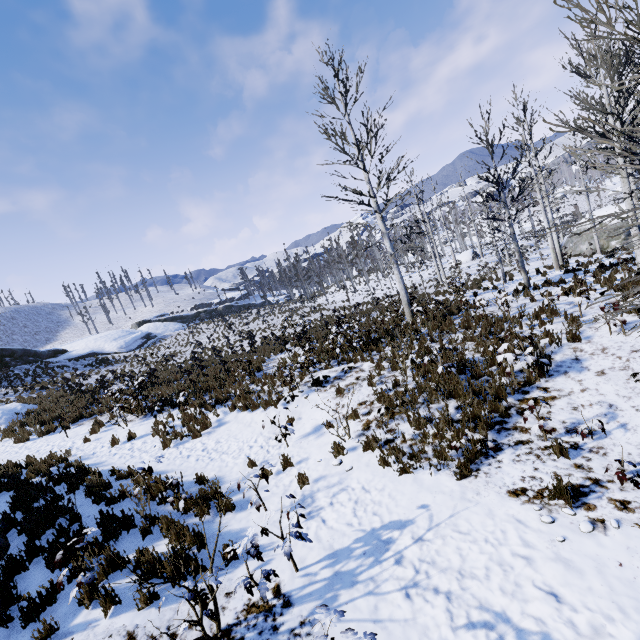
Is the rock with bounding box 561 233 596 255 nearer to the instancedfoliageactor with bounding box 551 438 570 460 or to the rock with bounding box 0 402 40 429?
the instancedfoliageactor with bounding box 551 438 570 460

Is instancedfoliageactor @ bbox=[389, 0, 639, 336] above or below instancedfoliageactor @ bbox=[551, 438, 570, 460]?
above

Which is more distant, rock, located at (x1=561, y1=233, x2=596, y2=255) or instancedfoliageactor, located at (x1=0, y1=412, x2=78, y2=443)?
rock, located at (x1=561, y1=233, x2=596, y2=255)

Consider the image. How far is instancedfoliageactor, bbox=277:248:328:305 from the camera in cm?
3981

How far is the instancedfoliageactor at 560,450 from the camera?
5.2 meters

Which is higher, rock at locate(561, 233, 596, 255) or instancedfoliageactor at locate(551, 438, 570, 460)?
instancedfoliageactor at locate(551, 438, 570, 460)

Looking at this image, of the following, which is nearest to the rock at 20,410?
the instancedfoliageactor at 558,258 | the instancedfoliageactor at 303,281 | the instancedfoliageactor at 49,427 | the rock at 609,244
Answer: the instancedfoliageactor at 49,427

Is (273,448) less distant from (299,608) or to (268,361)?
(299,608)
